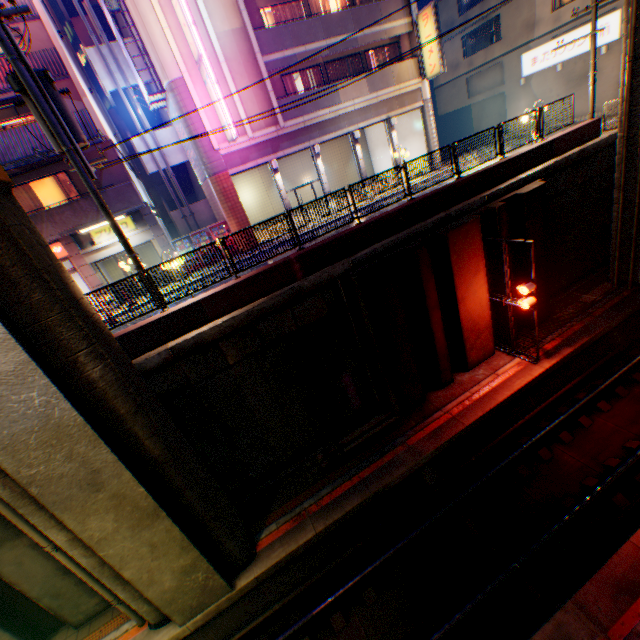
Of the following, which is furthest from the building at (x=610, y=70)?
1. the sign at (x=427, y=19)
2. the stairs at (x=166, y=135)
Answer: the stairs at (x=166, y=135)

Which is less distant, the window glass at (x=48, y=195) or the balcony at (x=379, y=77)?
the window glass at (x=48, y=195)

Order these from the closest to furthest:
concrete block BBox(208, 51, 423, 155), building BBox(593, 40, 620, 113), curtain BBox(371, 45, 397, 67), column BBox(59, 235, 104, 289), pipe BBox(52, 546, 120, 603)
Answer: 1. pipe BBox(52, 546, 120, 603)
2. column BBox(59, 235, 104, 289)
3. concrete block BBox(208, 51, 423, 155)
4. building BBox(593, 40, 620, 113)
5. curtain BBox(371, 45, 397, 67)

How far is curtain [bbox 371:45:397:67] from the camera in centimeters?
2084cm

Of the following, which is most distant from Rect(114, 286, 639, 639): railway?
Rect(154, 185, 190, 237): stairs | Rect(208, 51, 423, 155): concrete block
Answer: Rect(154, 185, 190, 237): stairs

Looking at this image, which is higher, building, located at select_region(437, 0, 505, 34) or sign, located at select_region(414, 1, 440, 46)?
building, located at select_region(437, 0, 505, 34)

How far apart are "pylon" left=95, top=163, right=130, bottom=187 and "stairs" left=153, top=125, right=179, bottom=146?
5.6 meters

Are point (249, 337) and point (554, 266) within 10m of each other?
no
